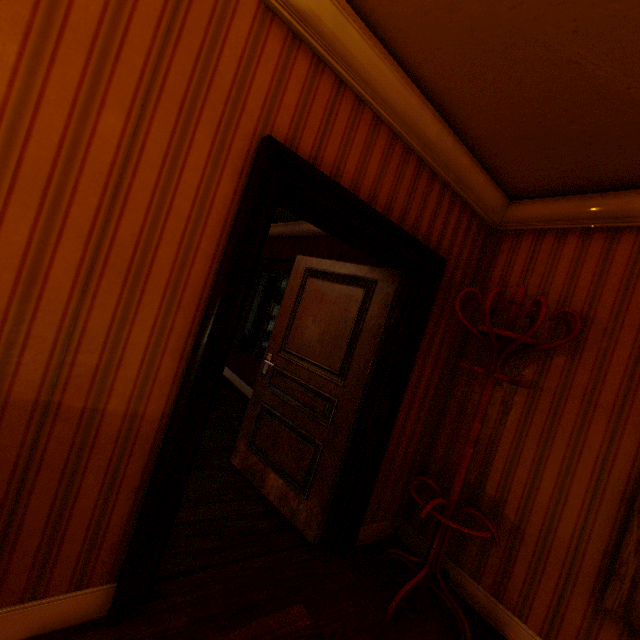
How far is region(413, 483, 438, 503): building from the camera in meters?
2.8

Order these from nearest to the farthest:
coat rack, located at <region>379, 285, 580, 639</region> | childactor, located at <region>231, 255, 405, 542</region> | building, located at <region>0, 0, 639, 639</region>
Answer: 1. building, located at <region>0, 0, 639, 639</region>
2. coat rack, located at <region>379, 285, 580, 639</region>
3. childactor, located at <region>231, 255, 405, 542</region>

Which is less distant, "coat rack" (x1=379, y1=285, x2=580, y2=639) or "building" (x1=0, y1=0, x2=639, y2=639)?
"building" (x1=0, y1=0, x2=639, y2=639)

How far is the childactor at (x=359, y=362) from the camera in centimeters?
254cm

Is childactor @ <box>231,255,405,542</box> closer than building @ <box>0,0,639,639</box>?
No

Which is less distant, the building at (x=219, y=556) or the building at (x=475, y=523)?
the building at (x=219, y=556)

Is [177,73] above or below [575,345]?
above
